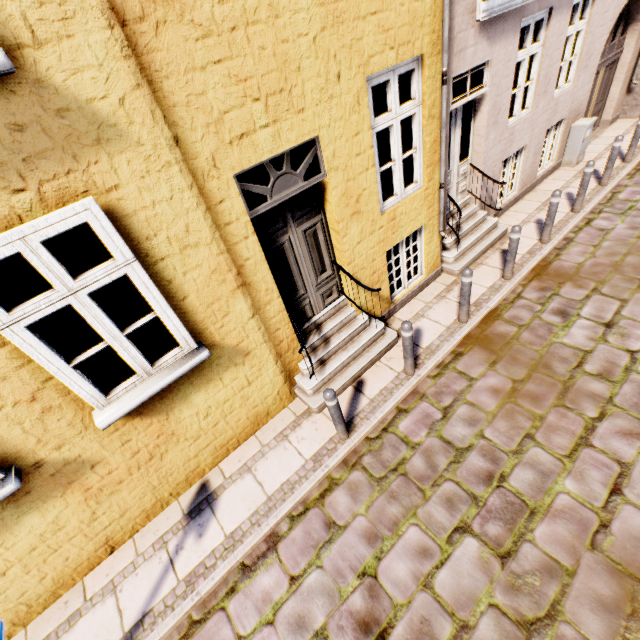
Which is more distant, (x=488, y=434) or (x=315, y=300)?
(x=315, y=300)

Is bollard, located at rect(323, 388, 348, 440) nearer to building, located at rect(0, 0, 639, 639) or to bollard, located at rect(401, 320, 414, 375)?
building, located at rect(0, 0, 639, 639)

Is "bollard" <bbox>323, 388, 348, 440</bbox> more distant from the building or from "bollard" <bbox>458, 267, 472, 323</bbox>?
"bollard" <bbox>458, 267, 472, 323</bbox>

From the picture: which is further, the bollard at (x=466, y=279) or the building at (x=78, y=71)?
the bollard at (x=466, y=279)

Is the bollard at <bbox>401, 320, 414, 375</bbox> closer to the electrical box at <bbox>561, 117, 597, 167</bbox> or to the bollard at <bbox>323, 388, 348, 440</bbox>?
the bollard at <bbox>323, 388, 348, 440</bbox>

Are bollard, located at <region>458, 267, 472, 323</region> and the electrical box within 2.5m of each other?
no

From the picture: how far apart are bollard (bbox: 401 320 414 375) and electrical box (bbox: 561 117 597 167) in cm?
838

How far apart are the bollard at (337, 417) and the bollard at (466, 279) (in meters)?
2.85
